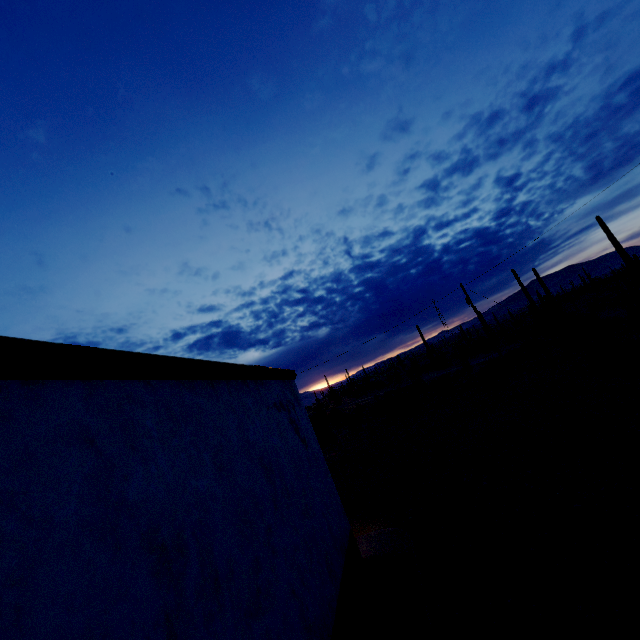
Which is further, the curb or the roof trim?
the curb

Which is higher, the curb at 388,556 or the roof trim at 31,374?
the roof trim at 31,374

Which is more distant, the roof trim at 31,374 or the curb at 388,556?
the curb at 388,556

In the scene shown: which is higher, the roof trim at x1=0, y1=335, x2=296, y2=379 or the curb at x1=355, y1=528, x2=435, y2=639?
the roof trim at x1=0, y1=335, x2=296, y2=379

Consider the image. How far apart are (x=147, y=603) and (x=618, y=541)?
7.12m
